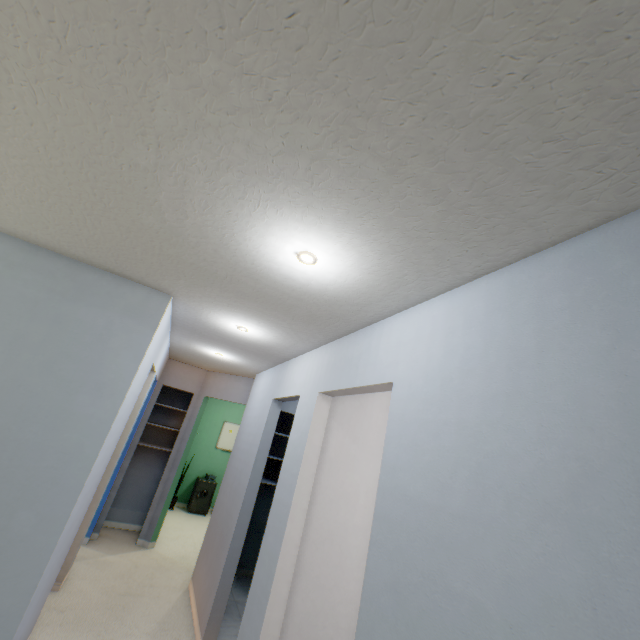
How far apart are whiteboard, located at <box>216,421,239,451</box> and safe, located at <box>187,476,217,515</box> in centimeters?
74cm

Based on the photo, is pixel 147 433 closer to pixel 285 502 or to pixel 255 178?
pixel 285 502

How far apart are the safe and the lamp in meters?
6.8 m

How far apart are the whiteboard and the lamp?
6.97m

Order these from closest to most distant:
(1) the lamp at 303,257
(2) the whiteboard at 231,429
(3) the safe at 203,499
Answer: (1) the lamp at 303,257 → (3) the safe at 203,499 → (2) the whiteboard at 231,429

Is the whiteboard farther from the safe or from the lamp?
the lamp

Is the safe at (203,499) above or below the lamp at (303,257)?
below
